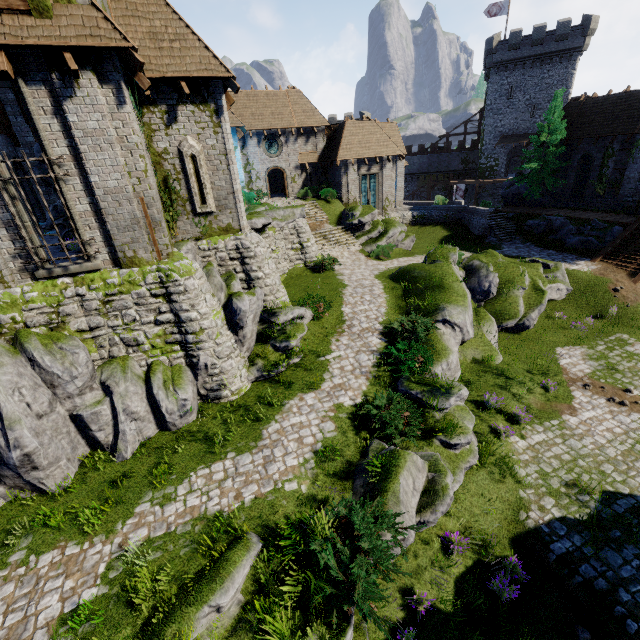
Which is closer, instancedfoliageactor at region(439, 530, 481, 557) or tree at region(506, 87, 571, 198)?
instancedfoliageactor at region(439, 530, 481, 557)

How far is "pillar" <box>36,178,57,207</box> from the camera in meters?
14.8

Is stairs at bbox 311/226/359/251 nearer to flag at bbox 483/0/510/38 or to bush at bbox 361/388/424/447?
bush at bbox 361/388/424/447

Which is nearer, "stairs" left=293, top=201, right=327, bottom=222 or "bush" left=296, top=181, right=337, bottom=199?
"stairs" left=293, top=201, right=327, bottom=222

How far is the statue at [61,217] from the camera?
11.00m

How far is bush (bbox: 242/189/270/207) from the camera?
27.16m

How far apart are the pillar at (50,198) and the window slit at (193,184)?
7.4m

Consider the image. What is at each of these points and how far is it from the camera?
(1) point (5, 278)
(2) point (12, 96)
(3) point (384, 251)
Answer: (1) building, 9.36m
(2) pillar, 13.48m
(3) bush, 25.17m
